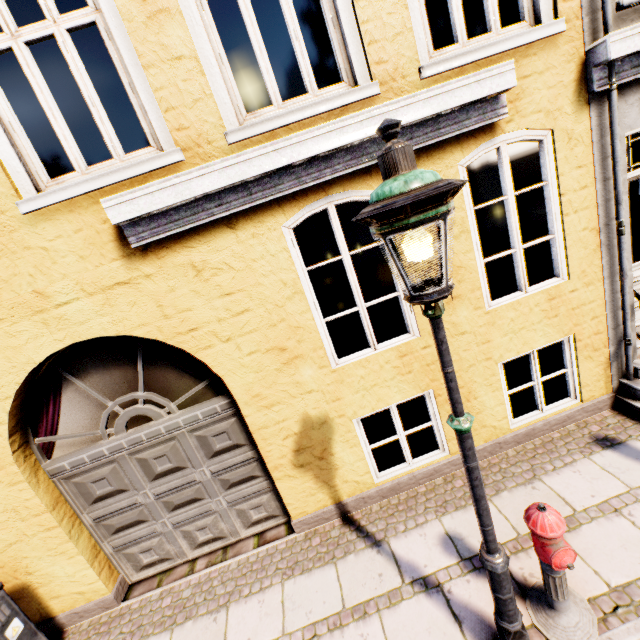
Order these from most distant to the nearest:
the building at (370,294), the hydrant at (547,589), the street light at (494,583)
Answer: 1. the building at (370,294)
2. the hydrant at (547,589)
3. the street light at (494,583)

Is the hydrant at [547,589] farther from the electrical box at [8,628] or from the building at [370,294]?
the electrical box at [8,628]

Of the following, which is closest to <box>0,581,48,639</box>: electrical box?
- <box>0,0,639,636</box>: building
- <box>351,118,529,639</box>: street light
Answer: <box>0,0,639,636</box>: building

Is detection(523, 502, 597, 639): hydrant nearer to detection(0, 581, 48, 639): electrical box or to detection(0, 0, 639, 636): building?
detection(0, 0, 639, 636): building

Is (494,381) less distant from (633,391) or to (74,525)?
(633,391)

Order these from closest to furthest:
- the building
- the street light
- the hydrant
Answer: the street light < the hydrant < the building

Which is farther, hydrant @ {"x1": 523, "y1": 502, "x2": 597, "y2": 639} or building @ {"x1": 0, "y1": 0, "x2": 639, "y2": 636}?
building @ {"x1": 0, "y1": 0, "x2": 639, "y2": 636}

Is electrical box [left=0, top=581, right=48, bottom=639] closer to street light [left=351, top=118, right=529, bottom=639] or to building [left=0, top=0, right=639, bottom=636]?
building [left=0, top=0, right=639, bottom=636]
